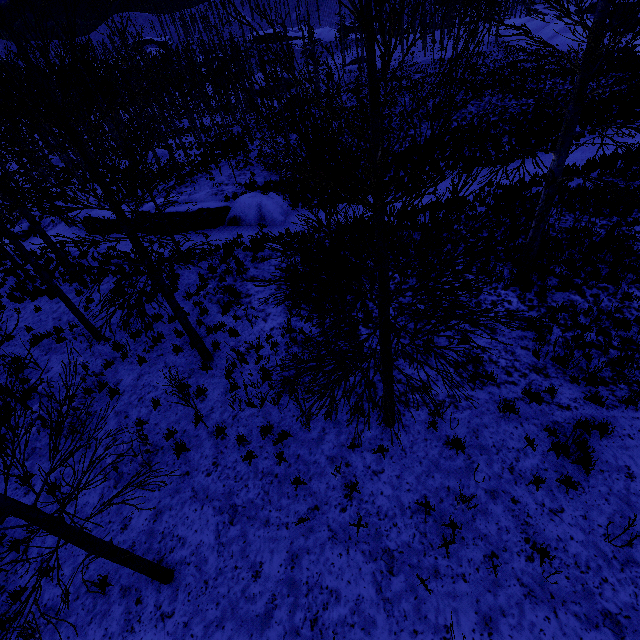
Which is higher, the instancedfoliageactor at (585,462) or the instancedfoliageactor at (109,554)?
the instancedfoliageactor at (109,554)

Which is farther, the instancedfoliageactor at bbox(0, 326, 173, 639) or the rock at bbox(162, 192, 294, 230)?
the rock at bbox(162, 192, 294, 230)

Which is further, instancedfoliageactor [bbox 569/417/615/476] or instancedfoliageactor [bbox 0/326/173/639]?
instancedfoliageactor [bbox 569/417/615/476]

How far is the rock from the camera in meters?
17.2 m

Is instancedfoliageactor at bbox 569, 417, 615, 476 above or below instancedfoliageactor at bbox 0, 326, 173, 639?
below

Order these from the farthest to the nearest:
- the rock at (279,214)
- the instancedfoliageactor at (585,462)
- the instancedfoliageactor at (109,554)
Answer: the rock at (279,214), the instancedfoliageactor at (585,462), the instancedfoliageactor at (109,554)

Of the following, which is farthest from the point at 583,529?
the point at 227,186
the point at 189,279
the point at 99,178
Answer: the point at 227,186

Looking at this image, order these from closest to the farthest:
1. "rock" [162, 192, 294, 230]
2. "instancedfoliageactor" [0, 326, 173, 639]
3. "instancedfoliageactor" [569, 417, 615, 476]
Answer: "instancedfoliageactor" [0, 326, 173, 639]
"instancedfoliageactor" [569, 417, 615, 476]
"rock" [162, 192, 294, 230]
